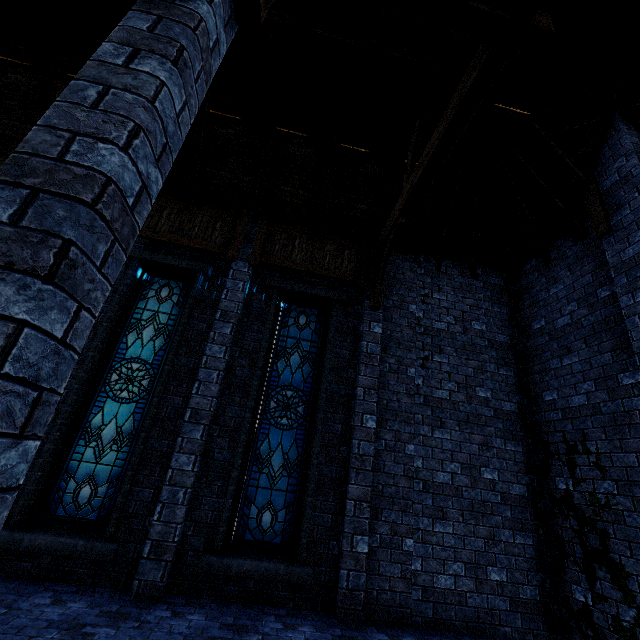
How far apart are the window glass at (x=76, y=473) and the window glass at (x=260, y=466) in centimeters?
184cm

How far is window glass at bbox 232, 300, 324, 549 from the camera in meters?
5.5 m

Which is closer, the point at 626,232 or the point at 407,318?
the point at 626,232

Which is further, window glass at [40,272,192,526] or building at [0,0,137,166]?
building at [0,0,137,166]

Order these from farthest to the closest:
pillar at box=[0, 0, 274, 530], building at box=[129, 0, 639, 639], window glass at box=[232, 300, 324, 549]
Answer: window glass at box=[232, 300, 324, 549] → building at box=[129, 0, 639, 639] → pillar at box=[0, 0, 274, 530]

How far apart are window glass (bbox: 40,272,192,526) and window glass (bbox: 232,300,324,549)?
1.8 meters

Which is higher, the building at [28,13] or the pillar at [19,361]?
the building at [28,13]

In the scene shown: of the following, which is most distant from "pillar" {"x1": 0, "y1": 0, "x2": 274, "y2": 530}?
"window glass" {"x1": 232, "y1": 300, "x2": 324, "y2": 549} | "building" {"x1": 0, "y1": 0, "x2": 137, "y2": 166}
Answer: "window glass" {"x1": 232, "y1": 300, "x2": 324, "y2": 549}
